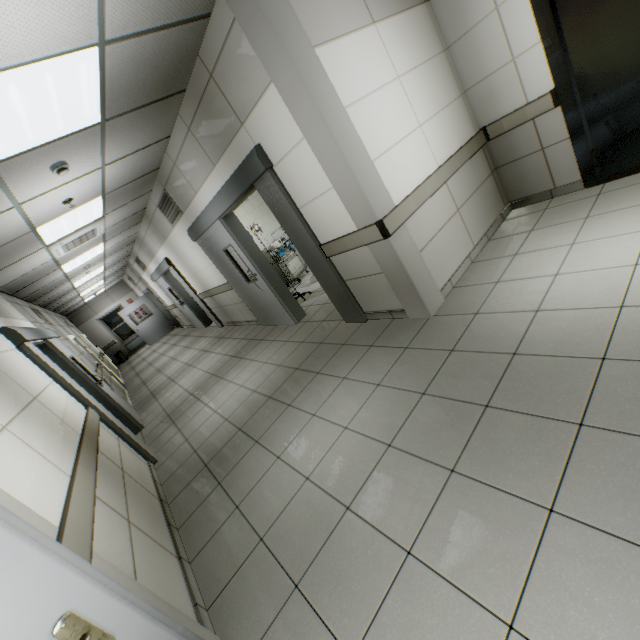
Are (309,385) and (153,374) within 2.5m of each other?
no

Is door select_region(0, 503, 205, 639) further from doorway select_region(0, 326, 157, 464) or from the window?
the window

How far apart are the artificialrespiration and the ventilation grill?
2.17m

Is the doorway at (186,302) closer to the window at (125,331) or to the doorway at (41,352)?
the doorway at (41,352)

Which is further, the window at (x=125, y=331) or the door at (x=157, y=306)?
the window at (x=125, y=331)

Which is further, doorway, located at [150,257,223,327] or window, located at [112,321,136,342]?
window, located at [112,321,136,342]

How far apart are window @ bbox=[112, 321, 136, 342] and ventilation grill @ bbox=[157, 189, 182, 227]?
12.77m

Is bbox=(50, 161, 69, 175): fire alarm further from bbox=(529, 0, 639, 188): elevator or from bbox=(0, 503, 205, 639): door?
bbox=(529, 0, 639, 188): elevator
